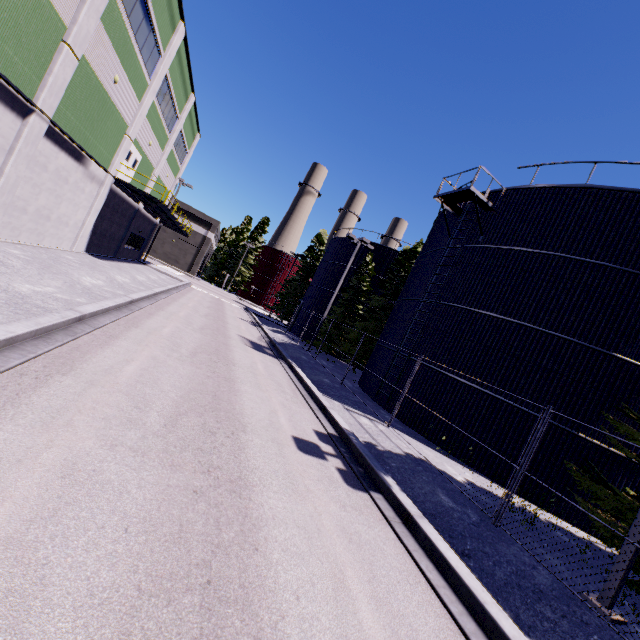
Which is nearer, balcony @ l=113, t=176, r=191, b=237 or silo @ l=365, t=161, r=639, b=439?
silo @ l=365, t=161, r=639, b=439

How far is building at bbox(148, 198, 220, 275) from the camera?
56.1m

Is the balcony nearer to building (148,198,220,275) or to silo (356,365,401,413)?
building (148,198,220,275)

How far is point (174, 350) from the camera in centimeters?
981cm

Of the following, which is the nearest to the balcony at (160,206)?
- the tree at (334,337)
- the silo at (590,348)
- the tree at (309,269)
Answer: the silo at (590,348)

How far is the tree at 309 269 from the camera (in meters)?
44.19

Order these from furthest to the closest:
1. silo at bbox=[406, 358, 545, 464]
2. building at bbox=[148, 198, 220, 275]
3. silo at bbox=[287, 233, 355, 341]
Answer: building at bbox=[148, 198, 220, 275] → silo at bbox=[287, 233, 355, 341] → silo at bbox=[406, 358, 545, 464]

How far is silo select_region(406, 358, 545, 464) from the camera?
12.1m
